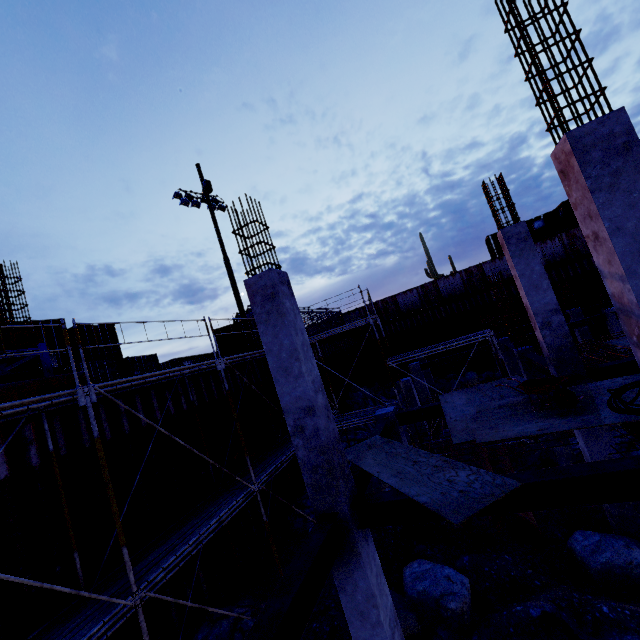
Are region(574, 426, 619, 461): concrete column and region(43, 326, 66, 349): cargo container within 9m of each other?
no

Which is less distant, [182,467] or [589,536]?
[589,536]

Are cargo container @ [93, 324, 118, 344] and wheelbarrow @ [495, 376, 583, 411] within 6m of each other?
no

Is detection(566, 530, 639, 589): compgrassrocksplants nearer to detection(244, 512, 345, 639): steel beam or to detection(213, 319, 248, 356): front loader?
detection(244, 512, 345, 639): steel beam

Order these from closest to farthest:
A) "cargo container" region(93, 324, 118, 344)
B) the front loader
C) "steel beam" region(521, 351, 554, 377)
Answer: "steel beam" region(521, 351, 554, 377)
"cargo container" region(93, 324, 118, 344)
the front loader

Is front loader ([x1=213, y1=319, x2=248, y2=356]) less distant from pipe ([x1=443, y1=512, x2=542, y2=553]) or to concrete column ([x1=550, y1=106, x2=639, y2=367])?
pipe ([x1=443, y1=512, x2=542, y2=553])

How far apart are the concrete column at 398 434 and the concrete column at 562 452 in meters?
6.2

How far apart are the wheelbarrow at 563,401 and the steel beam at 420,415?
2.0 meters
